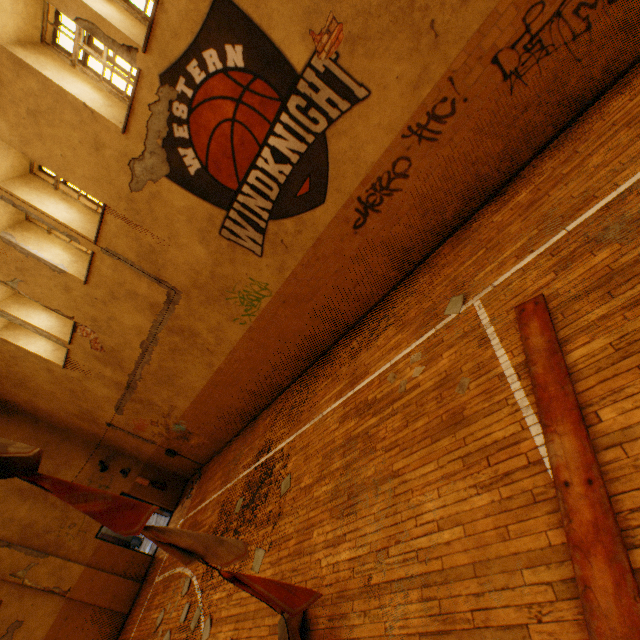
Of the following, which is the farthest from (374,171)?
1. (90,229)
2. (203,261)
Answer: (90,229)

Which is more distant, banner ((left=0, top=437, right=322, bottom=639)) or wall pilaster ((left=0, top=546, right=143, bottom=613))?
wall pilaster ((left=0, top=546, right=143, bottom=613))

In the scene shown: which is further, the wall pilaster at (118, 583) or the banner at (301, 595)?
the wall pilaster at (118, 583)
